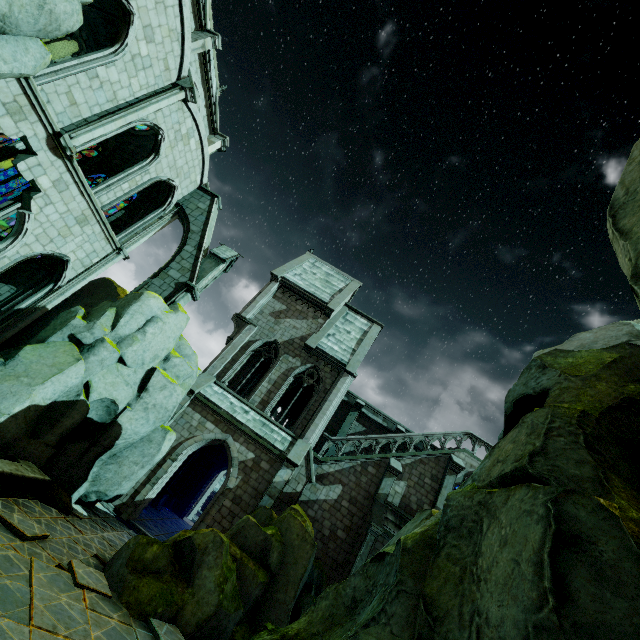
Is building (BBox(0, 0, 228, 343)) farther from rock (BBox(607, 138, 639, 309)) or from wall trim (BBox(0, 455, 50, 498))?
wall trim (BBox(0, 455, 50, 498))

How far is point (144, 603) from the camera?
8.3 meters

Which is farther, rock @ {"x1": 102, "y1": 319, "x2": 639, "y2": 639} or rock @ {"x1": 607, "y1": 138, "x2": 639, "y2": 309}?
rock @ {"x1": 607, "y1": 138, "x2": 639, "y2": 309}

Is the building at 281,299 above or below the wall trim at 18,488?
above

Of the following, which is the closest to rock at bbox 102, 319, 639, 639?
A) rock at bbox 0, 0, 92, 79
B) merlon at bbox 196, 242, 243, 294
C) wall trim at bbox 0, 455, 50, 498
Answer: wall trim at bbox 0, 455, 50, 498

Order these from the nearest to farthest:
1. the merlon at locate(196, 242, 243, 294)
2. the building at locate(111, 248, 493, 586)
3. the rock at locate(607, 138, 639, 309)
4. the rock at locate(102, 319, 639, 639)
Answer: the rock at locate(102, 319, 639, 639), the rock at locate(607, 138, 639, 309), the building at locate(111, 248, 493, 586), the merlon at locate(196, 242, 243, 294)

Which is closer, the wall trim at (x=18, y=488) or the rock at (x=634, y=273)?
the rock at (x=634, y=273)

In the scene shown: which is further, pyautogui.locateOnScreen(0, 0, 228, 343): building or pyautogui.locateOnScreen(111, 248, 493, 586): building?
pyautogui.locateOnScreen(111, 248, 493, 586): building
